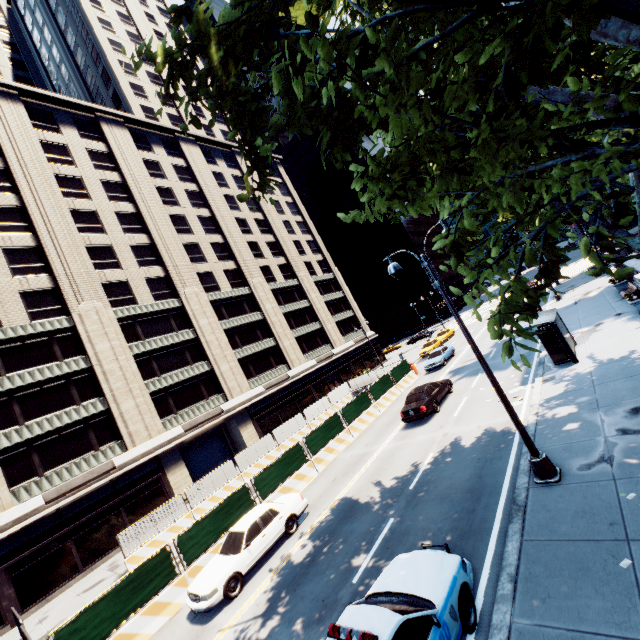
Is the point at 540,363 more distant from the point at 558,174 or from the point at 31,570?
the point at 31,570

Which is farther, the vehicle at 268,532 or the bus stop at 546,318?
the bus stop at 546,318

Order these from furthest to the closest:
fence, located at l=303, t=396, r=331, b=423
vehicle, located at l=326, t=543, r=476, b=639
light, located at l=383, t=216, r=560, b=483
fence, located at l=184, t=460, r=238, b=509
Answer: fence, located at l=303, t=396, r=331, b=423 < fence, located at l=184, t=460, r=238, b=509 < light, located at l=383, t=216, r=560, b=483 < vehicle, located at l=326, t=543, r=476, b=639

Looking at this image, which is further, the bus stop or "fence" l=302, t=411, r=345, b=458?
"fence" l=302, t=411, r=345, b=458

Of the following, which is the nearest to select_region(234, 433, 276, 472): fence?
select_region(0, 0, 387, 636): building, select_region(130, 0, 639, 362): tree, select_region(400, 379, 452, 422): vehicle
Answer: select_region(400, 379, 452, 422): vehicle

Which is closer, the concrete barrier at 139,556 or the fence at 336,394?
the concrete barrier at 139,556

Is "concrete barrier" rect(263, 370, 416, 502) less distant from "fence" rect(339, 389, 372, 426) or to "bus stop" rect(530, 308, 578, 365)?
"fence" rect(339, 389, 372, 426)

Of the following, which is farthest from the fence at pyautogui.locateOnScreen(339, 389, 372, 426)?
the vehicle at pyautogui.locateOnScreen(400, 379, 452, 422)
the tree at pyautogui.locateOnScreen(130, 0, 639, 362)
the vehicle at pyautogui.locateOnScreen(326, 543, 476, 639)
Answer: the tree at pyautogui.locateOnScreen(130, 0, 639, 362)
